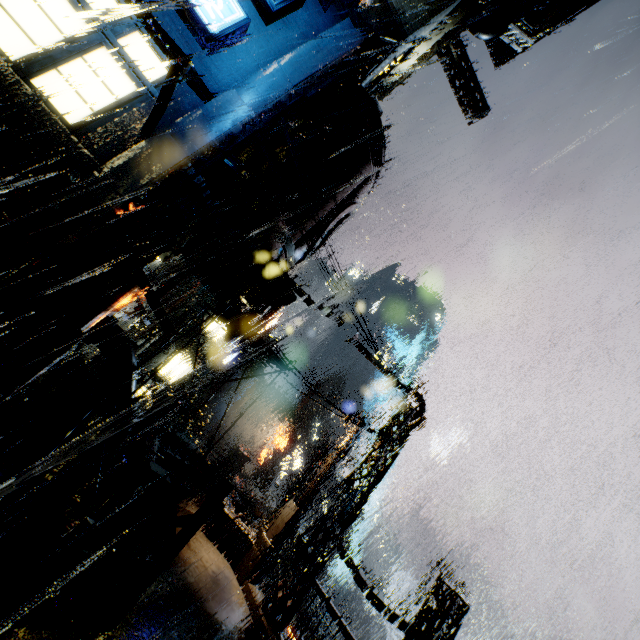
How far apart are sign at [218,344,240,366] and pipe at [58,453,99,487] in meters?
27.5

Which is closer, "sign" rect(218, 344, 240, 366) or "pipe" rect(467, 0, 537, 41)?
"pipe" rect(467, 0, 537, 41)

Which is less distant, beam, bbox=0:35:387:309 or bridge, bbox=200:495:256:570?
beam, bbox=0:35:387:309

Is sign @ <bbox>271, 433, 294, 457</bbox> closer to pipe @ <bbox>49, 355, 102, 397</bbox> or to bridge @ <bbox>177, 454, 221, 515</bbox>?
bridge @ <bbox>177, 454, 221, 515</bbox>

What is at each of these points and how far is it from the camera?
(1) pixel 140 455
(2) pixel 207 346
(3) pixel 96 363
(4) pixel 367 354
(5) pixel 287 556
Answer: (1) bridge, 11.77m
(2) building, 31.58m
(3) bridge, 20.27m
(4) building, 13.70m
(5) building vent, 23.56m

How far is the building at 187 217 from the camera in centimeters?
791cm

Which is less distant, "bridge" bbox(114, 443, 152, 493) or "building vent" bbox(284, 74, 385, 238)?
"bridge" bbox(114, 443, 152, 493)

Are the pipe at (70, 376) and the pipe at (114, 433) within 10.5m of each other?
yes
